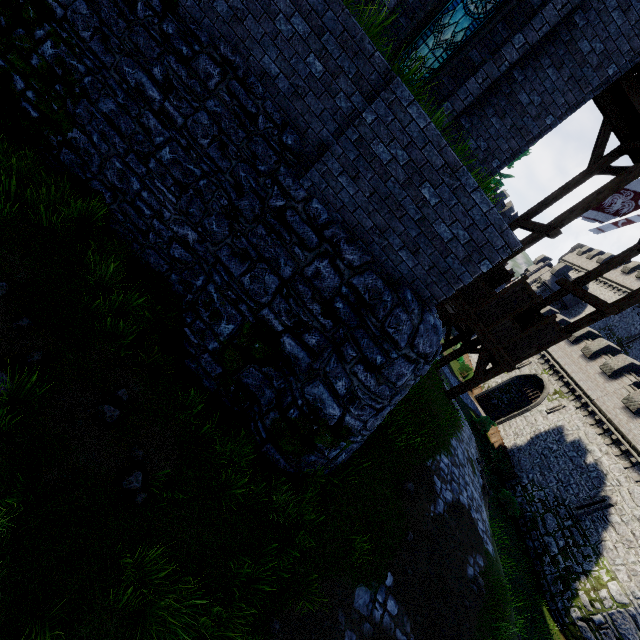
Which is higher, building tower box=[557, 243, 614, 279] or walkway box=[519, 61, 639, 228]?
building tower box=[557, 243, 614, 279]

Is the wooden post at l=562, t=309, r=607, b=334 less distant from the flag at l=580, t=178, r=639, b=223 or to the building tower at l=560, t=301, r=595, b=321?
the flag at l=580, t=178, r=639, b=223

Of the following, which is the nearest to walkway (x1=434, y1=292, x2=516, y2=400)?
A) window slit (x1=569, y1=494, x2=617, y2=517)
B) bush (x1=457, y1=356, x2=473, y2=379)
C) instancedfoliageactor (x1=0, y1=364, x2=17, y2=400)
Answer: instancedfoliageactor (x1=0, y1=364, x2=17, y2=400)

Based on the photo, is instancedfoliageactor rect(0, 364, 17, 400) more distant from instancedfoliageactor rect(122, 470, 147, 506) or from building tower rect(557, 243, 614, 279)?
building tower rect(557, 243, 614, 279)

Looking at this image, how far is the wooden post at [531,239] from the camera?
11.1 meters

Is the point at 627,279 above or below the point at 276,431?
above

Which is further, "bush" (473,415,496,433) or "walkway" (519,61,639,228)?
"bush" (473,415,496,433)

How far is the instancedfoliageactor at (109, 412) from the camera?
5.07m
